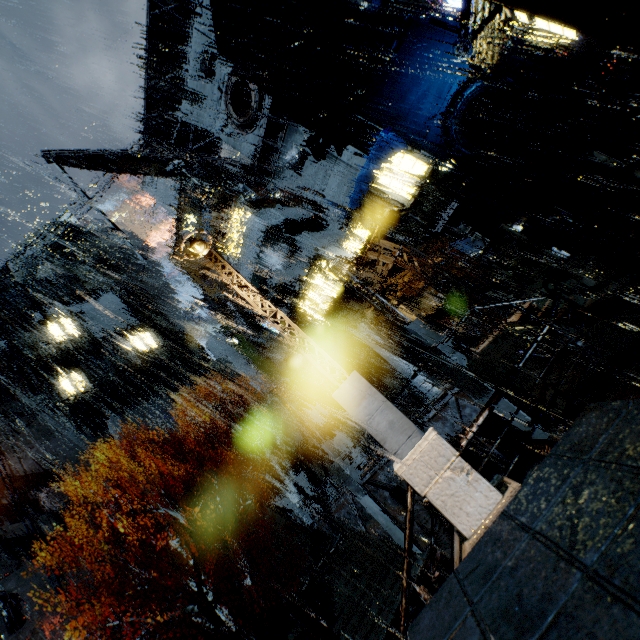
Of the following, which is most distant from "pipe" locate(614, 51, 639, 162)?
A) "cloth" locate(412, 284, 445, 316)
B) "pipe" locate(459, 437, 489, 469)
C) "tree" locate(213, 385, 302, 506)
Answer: "tree" locate(213, 385, 302, 506)

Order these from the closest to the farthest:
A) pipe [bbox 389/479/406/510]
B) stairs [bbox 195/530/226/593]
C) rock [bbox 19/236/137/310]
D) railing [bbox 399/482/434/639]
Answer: railing [bbox 399/482/434/639] < pipe [bbox 389/479/406/510] < stairs [bbox 195/530/226/593] < rock [bbox 19/236/137/310]

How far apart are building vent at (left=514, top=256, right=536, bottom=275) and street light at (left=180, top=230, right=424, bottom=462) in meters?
16.7

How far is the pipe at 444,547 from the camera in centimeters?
1200cm

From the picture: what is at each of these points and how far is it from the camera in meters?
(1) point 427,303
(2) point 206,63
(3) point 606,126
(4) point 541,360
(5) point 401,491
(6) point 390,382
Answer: (1) cloth, 22.5 m
(2) building vent, 29.4 m
(3) building, 16.3 m
(4) building, 9.5 m
(5) pipe, 15.8 m
(6) building, 25.1 m

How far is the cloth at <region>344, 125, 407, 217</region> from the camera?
19.0 meters

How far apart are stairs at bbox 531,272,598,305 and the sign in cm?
1721

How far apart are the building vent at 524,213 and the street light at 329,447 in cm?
1508
